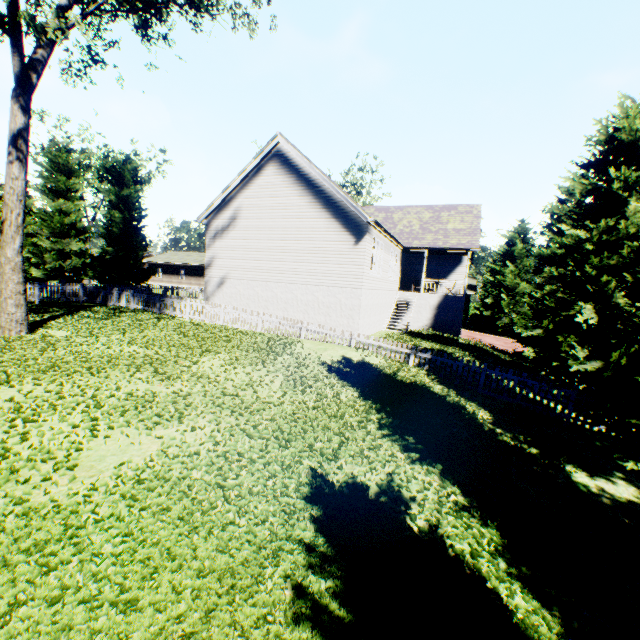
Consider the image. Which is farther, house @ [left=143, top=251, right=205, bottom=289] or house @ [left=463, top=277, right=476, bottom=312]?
house @ [left=143, top=251, right=205, bottom=289]

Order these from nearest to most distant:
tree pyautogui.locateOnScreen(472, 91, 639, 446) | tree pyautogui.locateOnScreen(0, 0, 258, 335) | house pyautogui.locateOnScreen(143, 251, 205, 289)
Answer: tree pyautogui.locateOnScreen(472, 91, 639, 446) → tree pyautogui.locateOnScreen(0, 0, 258, 335) → house pyautogui.locateOnScreen(143, 251, 205, 289)

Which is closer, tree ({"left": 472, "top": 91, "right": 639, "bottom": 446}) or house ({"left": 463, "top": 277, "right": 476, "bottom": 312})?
tree ({"left": 472, "top": 91, "right": 639, "bottom": 446})

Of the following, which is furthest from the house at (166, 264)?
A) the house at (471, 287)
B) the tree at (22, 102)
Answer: the house at (471, 287)

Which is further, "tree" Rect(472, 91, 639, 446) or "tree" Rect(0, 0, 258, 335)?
"tree" Rect(0, 0, 258, 335)

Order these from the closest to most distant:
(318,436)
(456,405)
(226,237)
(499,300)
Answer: (318,436), (456,405), (226,237), (499,300)

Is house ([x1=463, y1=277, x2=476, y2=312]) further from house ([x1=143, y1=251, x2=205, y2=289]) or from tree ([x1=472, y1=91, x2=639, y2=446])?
house ([x1=143, y1=251, x2=205, y2=289])

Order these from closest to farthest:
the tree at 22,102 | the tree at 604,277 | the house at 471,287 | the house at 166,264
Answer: the tree at 604,277 < the tree at 22,102 < the house at 471,287 < the house at 166,264
